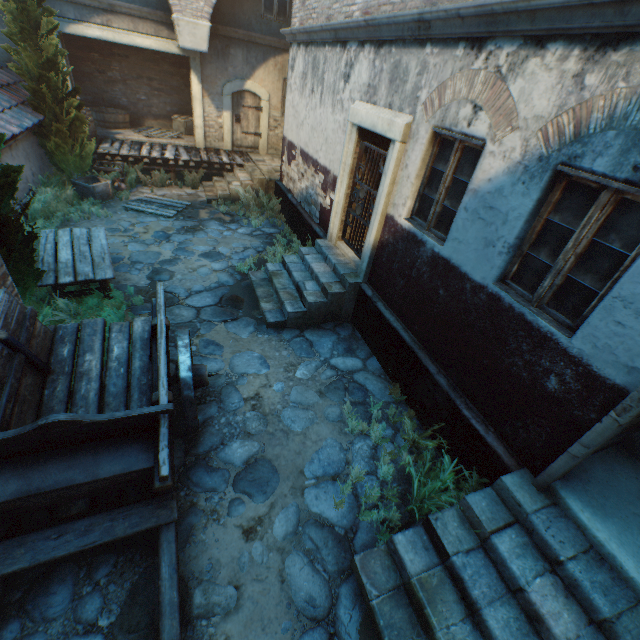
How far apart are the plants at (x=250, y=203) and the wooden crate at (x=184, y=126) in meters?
5.7 m

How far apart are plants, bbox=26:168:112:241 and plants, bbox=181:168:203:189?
3.48m

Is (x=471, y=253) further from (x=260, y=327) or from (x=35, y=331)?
(x=35, y=331)

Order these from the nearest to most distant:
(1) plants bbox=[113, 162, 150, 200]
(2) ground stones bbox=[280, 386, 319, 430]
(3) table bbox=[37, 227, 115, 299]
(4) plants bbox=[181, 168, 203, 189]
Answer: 1. (2) ground stones bbox=[280, 386, 319, 430]
2. (3) table bbox=[37, 227, 115, 299]
3. (1) plants bbox=[113, 162, 150, 200]
4. (4) plants bbox=[181, 168, 203, 189]

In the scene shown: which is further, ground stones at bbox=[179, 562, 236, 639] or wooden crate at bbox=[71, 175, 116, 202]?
wooden crate at bbox=[71, 175, 116, 202]

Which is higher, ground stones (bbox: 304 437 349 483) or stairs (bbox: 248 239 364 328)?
stairs (bbox: 248 239 364 328)

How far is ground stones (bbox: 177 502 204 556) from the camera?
3.4m

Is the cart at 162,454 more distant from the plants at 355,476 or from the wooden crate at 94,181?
the wooden crate at 94,181
